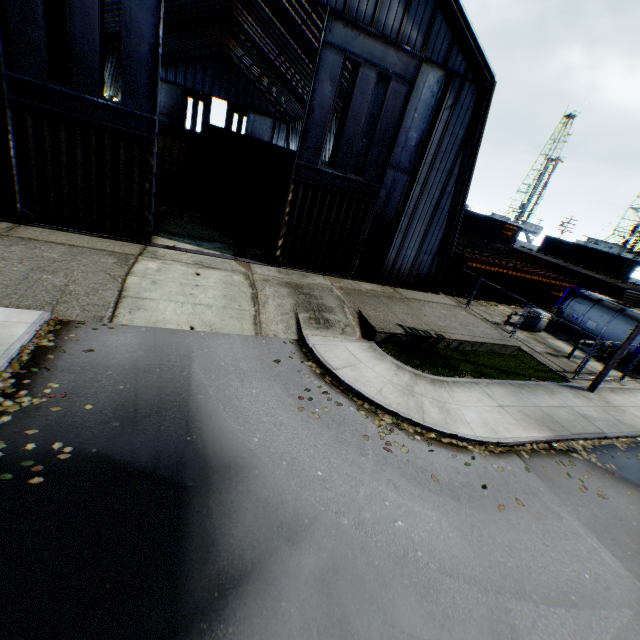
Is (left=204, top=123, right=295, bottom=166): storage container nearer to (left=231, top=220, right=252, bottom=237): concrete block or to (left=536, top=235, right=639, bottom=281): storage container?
(left=231, top=220, right=252, bottom=237): concrete block

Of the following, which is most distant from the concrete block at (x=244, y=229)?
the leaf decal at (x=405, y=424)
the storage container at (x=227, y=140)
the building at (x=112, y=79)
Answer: the leaf decal at (x=405, y=424)

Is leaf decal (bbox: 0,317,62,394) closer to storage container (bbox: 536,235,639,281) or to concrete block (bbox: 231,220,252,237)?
concrete block (bbox: 231,220,252,237)

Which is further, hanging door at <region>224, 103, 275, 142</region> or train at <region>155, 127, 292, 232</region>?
hanging door at <region>224, 103, 275, 142</region>

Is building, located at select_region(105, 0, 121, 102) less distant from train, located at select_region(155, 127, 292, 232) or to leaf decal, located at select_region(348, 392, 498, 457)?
train, located at select_region(155, 127, 292, 232)

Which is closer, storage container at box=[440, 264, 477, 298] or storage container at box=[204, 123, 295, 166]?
storage container at box=[440, 264, 477, 298]

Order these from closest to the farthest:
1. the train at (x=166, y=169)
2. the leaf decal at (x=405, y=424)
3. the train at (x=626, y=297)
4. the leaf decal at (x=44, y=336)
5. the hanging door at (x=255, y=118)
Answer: the leaf decal at (x=44, y=336), the leaf decal at (x=405, y=424), the train at (x=166, y=169), the train at (x=626, y=297), the hanging door at (x=255, y=118)

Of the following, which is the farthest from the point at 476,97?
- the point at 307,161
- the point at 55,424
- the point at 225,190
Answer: the point at 55,424
